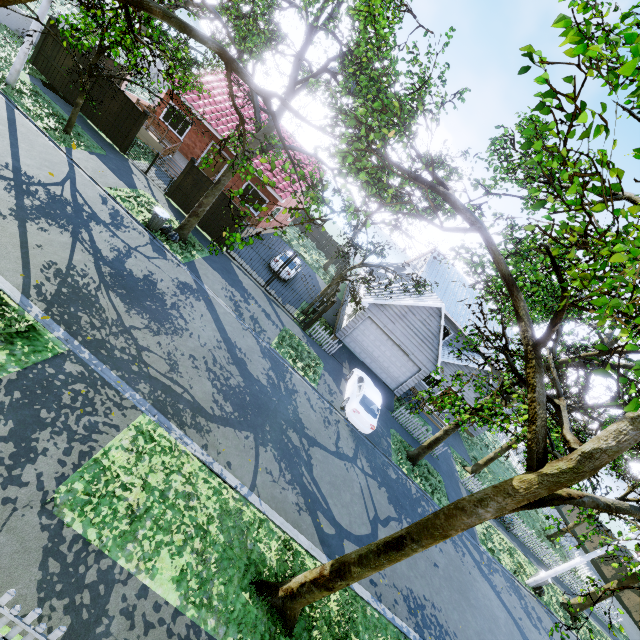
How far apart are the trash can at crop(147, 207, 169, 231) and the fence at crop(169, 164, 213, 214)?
3.4 meters

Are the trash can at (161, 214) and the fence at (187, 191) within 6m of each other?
yes

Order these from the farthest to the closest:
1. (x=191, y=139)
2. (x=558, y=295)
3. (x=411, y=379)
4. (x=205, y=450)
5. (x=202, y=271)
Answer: (x=191, y=139)
(x=411, y=379)
(x=202, y=271)
(x=558, y=295)
(x=205, y=450)

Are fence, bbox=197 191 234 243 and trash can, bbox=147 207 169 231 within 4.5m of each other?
yes

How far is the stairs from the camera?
19.62m

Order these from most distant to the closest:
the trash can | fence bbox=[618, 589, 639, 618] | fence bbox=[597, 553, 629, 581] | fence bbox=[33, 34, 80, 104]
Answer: fence bbox=[597, 553, 629, 581] < fence bbox=[618, 589, 639, 618] < fence bbox=[33, 34, 80, 104] < the trash can

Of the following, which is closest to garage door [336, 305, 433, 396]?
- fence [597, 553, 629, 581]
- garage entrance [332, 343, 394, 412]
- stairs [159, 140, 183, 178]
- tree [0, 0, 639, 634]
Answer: garage entrance [332, 343, 394, 412]

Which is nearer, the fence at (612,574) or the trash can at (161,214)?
the trash can at (161,214)
